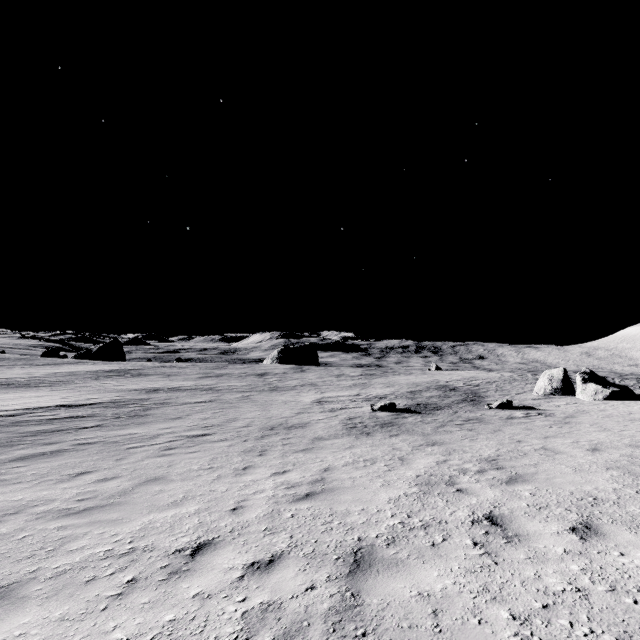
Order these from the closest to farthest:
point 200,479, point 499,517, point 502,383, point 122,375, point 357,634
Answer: point 357,634, point 499,517, point 200,479, point 502,383, point 122,375
